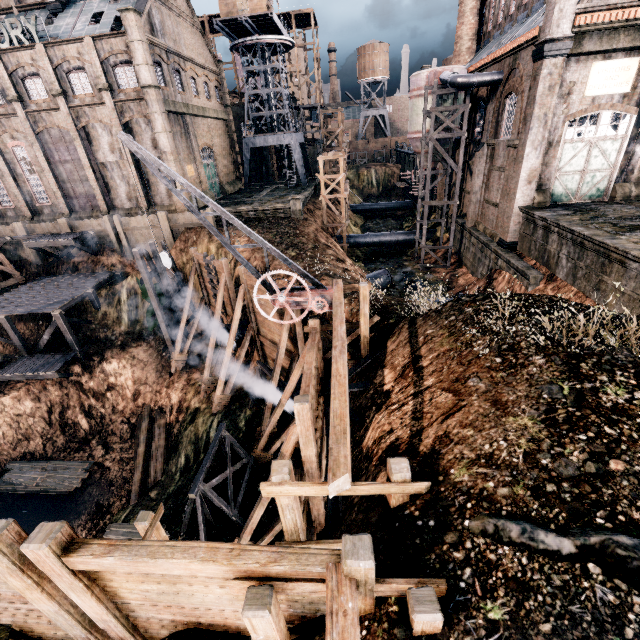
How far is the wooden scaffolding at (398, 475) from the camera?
5.6 meters

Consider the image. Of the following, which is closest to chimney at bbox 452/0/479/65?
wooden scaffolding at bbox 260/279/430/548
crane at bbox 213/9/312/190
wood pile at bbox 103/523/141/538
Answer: crane at bbox 213/9/312/190

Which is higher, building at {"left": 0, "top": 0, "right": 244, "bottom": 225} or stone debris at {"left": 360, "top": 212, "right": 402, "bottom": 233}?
building at {"left": 0, "top": 0, "right": 244, "bottom": 225}

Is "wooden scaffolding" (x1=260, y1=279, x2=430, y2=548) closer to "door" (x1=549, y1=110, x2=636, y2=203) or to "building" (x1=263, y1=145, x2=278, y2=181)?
"building" (x1=263, y1=145, x2=278, y2=181)

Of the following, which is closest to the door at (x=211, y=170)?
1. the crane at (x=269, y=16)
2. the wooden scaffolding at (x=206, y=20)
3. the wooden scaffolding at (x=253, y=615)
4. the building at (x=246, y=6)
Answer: the crane at (x=269, y=16)

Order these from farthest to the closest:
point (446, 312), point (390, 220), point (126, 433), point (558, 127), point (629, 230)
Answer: point (390, 220) → point (126, 433) → point (558, 127) → point (629, 230) → point (446, 312)

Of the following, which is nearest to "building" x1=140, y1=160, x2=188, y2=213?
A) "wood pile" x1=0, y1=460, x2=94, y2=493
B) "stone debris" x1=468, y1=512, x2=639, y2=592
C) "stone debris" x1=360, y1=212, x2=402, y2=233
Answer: "stone debris" x1=360, y1=212, x2=402, y2=233

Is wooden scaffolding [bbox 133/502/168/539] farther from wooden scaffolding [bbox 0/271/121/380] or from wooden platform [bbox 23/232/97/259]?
wooden platform [bbox 23/232/97/259]
